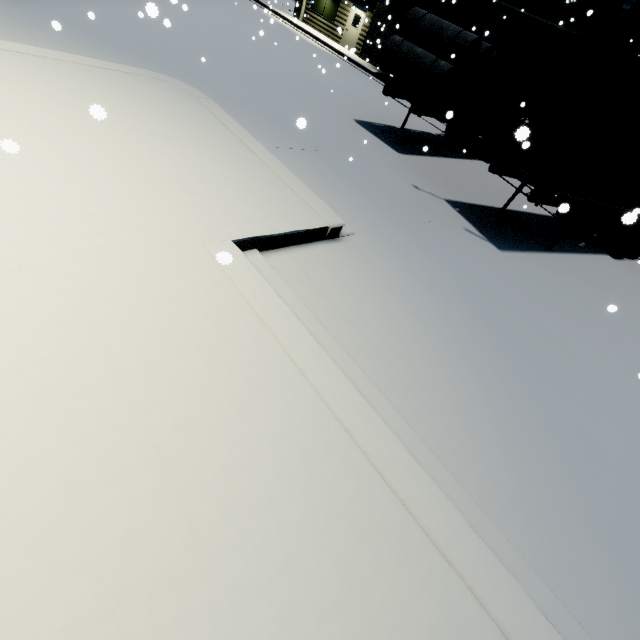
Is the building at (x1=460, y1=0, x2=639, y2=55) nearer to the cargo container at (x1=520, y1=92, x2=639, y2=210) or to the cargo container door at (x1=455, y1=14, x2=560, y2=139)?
the cargo container at (x1=520, y1=92, x2=639, y2=210)

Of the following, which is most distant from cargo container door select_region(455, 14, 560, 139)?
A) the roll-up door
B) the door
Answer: the door

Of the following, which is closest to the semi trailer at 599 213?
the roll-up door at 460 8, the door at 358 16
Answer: the roll-up door at 460 8

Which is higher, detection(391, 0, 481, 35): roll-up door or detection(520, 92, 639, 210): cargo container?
detection(391, 0, 481, 35): roll-up door

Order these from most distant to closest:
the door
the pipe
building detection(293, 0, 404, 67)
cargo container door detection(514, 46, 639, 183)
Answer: the door
building detection(293, 0, 404, 67)
the pipe
cargo container door detection(514, 46, 639, 183)

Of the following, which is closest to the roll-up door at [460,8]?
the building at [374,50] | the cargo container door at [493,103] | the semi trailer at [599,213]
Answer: the building at [374,50]

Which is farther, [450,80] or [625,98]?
[450,80]

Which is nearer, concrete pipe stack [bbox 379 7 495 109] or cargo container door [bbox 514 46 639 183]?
cargo container door [bbox 514 46 639 183]
